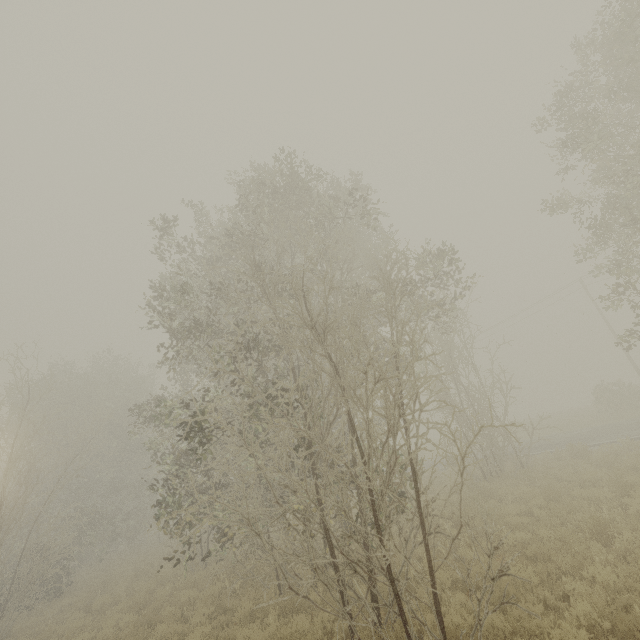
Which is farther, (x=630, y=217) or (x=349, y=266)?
(x=630, y=217)
